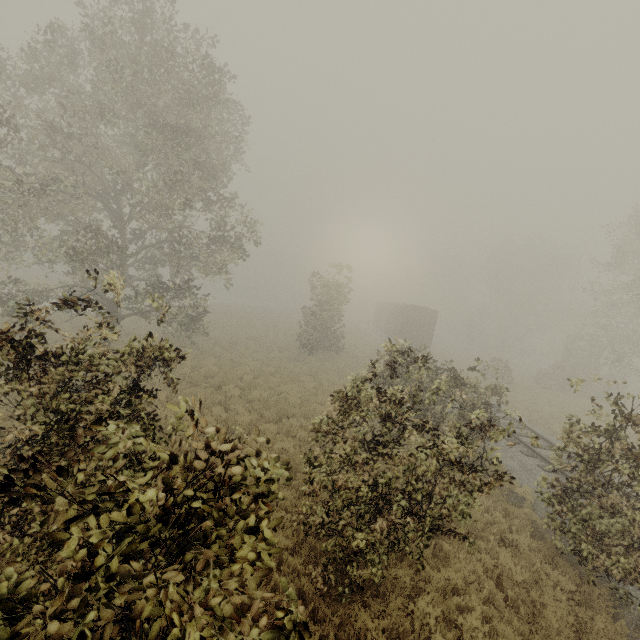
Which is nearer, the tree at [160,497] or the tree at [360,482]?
the tree at [160,497]

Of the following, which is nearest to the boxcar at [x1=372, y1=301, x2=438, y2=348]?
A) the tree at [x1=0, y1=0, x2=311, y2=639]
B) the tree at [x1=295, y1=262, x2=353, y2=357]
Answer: the tree at [x1=295, y1=262, x2=353, y2=357]

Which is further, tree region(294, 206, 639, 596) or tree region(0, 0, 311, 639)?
tree region(294, 206, 639, 596)

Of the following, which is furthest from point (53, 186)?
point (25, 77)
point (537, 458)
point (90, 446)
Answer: point (537, 458)

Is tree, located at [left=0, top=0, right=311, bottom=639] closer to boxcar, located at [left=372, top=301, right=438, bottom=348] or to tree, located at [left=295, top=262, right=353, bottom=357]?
tree, located at [left=295, top=262, right=353, bottom=357]

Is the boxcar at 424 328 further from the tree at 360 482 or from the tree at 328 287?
the tree at 360 482

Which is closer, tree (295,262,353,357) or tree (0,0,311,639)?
tree (0,0,311,639)
